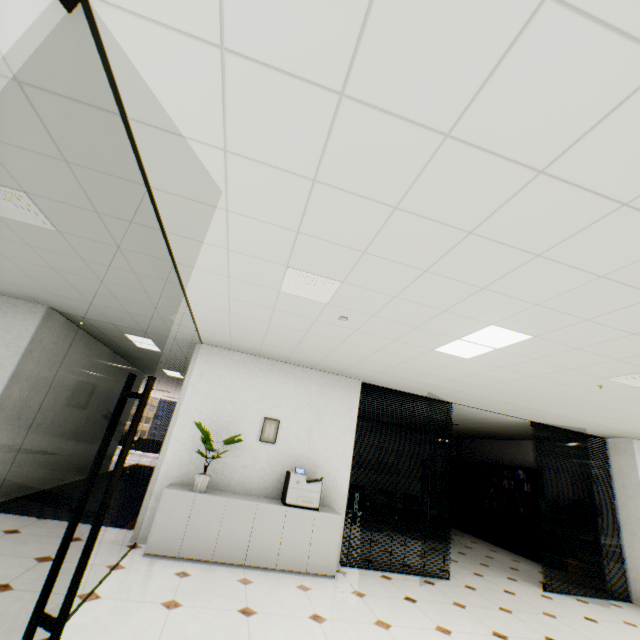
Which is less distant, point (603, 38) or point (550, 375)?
point (603, 38)

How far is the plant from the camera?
4.6m

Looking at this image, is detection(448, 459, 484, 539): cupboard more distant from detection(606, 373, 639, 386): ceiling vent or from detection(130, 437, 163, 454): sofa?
detection(130, 437, 163, 454): sofa

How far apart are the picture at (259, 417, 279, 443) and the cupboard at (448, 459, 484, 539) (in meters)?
8.43

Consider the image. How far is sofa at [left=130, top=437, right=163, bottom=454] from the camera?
15.30m

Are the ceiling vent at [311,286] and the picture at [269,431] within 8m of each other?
yes

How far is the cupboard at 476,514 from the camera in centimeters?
1019cm

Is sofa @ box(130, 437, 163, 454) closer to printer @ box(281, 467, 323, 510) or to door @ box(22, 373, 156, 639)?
printer @ box(281, 467, 323, 510)
